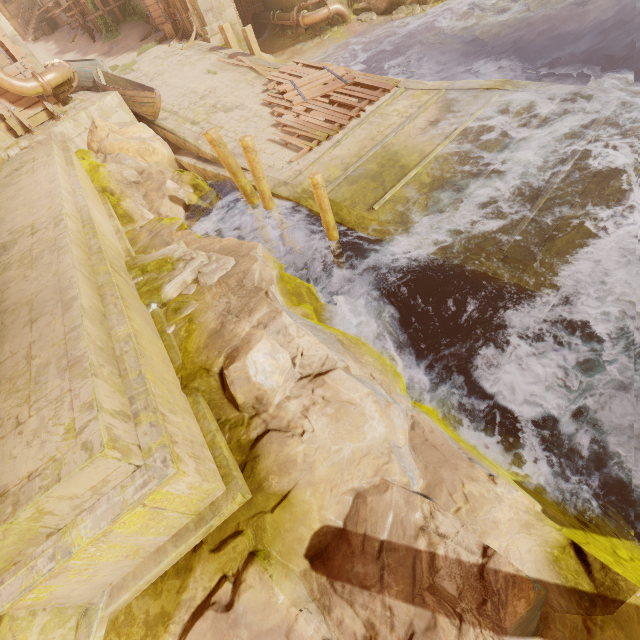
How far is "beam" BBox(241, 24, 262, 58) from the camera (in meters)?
14.25

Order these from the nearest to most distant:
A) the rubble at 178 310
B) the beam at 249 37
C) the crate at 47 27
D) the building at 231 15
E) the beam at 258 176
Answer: the rubble at 178 310 < the beam at 258 176 < the beam at 249 37 < the building at 231 15 < the crate at 47 27

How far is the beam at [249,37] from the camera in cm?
1425

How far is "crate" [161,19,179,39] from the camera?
17.28m

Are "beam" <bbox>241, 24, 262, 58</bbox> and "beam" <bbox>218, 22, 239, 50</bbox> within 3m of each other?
yes

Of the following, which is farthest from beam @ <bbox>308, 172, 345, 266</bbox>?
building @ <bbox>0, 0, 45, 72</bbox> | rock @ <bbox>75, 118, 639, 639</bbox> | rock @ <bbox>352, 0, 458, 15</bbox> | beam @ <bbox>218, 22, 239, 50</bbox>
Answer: building @ <bbox>0, 0, 45, 72</bbox>

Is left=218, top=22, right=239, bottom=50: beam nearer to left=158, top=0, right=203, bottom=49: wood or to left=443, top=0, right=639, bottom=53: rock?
left=158, top=0, right=203, bottom=49: wood

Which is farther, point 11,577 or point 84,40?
point 84,40
